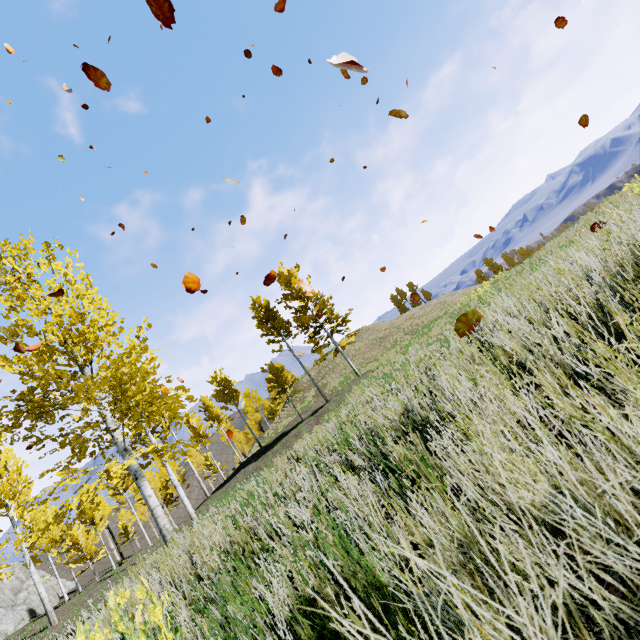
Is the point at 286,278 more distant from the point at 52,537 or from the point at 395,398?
the point at 52,537

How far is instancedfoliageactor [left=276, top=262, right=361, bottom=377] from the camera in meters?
22.5

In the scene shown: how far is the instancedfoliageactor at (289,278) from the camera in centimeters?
2255cm
